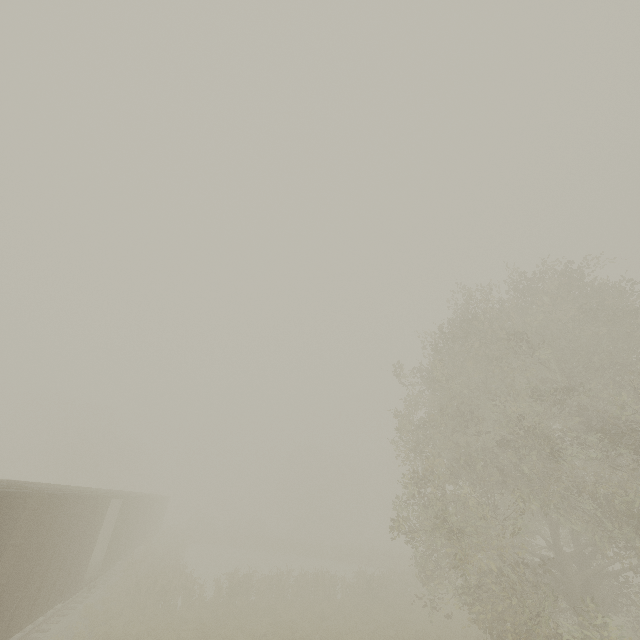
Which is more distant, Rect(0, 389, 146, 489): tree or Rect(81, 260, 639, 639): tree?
Rect(0, 389, 146, 489): tree

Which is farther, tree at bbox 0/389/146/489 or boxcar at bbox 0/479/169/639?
tree at bbox 0/389/146/489

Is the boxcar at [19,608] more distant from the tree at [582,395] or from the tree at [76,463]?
the tree at [76,463]

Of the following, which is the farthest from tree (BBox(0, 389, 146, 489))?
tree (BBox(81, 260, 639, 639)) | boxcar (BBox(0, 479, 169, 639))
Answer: tree (BBox(81, 260, 639, 639))

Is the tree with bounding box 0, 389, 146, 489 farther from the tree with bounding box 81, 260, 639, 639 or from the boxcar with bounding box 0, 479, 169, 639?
the tree with bounding box 81, 260, 639, 639

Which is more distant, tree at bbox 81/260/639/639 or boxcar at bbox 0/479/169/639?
tree at bbox 81/260/639/639

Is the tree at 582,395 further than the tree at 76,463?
No

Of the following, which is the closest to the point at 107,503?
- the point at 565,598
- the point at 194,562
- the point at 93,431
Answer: the point at 565,598
